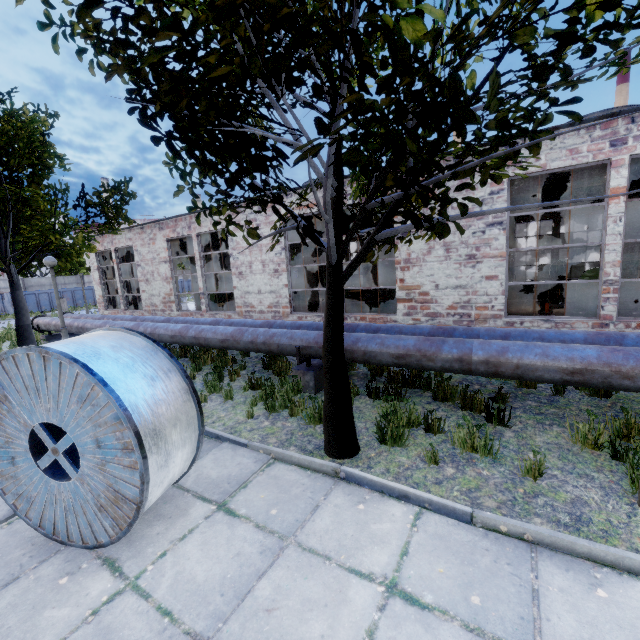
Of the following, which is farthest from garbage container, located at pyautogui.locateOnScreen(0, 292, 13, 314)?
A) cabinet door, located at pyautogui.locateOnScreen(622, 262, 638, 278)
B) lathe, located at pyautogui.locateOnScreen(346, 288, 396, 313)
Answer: cabinet door, located at pyautogui.locateOnScreen(622, 262, 638, 278)

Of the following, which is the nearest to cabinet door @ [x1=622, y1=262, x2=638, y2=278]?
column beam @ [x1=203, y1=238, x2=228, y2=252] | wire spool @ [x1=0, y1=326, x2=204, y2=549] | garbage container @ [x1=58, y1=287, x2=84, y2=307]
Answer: column beam @ [x1=203, y1=238, x2=228, y2=252]

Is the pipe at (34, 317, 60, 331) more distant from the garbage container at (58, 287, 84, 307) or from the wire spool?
the garbage container at (58, 287, 84, 307)

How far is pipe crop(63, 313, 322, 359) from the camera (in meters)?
6.73

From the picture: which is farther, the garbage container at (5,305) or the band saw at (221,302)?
the garbage container at (5,305)

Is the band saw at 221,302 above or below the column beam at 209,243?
below

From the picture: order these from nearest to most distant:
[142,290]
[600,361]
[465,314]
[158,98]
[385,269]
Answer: [158,98]
[600,361]
[465,314]
[142,290]
[385,269]

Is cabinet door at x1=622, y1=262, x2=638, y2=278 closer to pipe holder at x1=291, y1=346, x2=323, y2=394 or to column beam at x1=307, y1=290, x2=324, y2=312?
column beam at x1=307, y1=290, x2=324, y2=312
